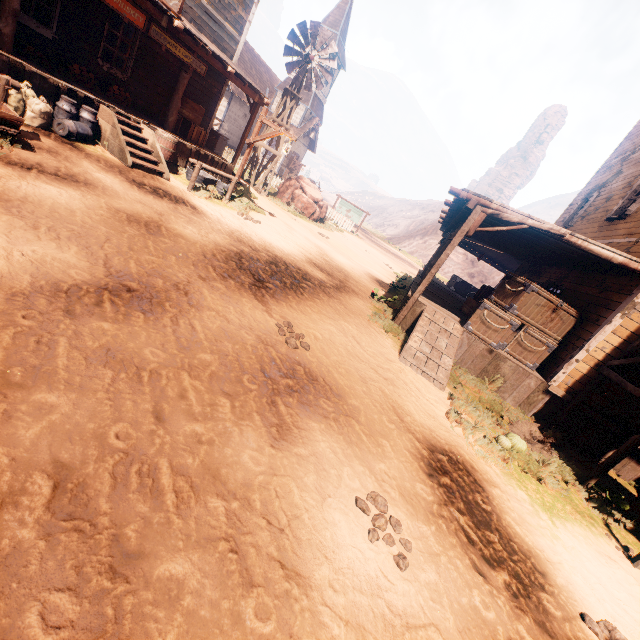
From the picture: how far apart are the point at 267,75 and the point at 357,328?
41.3 meters

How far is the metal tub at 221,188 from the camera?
10.9m

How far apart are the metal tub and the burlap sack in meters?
3.8

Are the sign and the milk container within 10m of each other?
no

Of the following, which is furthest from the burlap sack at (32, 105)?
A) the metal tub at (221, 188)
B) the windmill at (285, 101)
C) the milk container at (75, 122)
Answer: the windmill at (285, 101)

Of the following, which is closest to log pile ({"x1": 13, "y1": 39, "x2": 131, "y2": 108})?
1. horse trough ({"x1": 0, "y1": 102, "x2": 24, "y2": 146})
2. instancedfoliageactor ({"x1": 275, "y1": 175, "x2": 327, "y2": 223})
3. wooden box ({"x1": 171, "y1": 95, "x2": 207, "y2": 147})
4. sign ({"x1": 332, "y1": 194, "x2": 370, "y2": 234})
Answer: wooden box ({"x1": 171, "y1": 95, "x2": 207, "y2": 147})

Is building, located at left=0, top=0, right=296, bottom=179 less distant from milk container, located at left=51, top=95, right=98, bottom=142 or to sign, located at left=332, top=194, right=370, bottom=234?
milk container, located at left=51, top=95, right=98, bottom=142

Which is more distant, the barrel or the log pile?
the barrel
